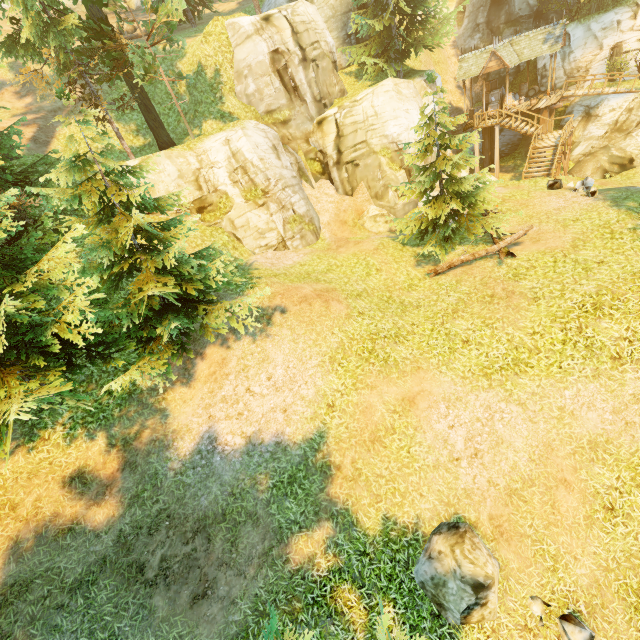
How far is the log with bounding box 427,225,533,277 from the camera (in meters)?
12.60

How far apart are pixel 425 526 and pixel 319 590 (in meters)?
3.00

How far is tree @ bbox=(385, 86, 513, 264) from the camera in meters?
12.8

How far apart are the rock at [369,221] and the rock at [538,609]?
17.1m

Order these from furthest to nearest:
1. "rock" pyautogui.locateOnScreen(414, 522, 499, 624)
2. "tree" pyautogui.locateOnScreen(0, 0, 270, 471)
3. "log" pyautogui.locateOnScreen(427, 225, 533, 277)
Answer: "log" pyautogui.locateOnScreen(427, 225, 533, 277)
"tree" pyautogui.locateOnScreen(0, 0, 270, 471)
"rock" pyautogui.locateOnScreen(414, 522, 499, 624)

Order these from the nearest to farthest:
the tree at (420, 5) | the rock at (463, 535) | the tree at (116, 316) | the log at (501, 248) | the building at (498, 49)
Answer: the rock at (463, 535) → the tree at (116, 316) → the log at (501, 248) → the tree at (420, 5) → the building at (498, 49)

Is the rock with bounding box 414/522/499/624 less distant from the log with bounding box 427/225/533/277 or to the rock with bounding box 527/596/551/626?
the rock with bounding box 527/596/551/626

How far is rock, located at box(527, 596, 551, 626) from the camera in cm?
720
